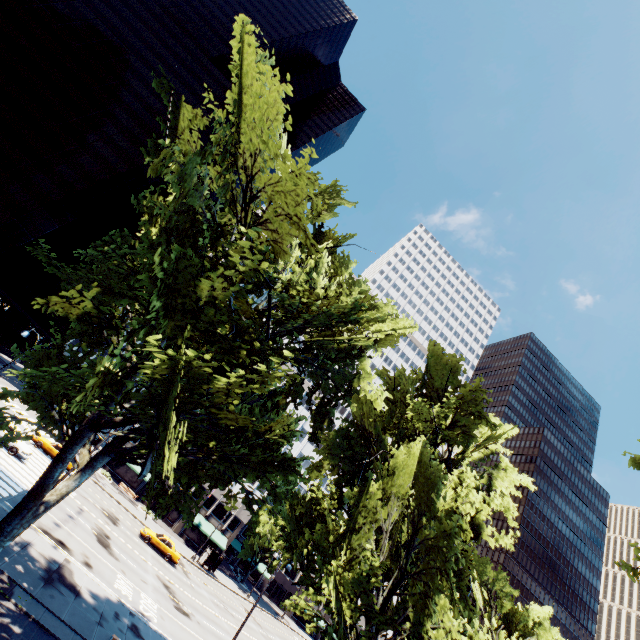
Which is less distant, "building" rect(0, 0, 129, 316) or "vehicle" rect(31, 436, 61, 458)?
"vehicle" rect(31, 436, 61, 458)

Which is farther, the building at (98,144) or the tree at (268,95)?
the building at (98,144)

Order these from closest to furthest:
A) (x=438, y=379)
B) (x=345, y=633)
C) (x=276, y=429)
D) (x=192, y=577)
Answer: (x=276, y=429), (x=345, y=633), (x=438, y=379), (x=192, y=577)

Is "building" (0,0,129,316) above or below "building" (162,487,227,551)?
above

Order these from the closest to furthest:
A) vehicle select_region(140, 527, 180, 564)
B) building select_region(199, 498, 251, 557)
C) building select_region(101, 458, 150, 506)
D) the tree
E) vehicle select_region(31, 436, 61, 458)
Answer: the tree → vehicle select_region(31, 436, 61, 458) → vehicle select_region(140, 527, 180, 564) → building select_region(101, 458, 150, 506) → building select_region(199, 498, 251, 557)

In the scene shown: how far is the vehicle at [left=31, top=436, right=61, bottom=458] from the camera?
32.8 meters

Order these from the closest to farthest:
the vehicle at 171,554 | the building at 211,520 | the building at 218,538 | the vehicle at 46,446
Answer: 1. the vehicle at 46,446
2. the vehicle at 171,554
3. the building at 211,520
4. the building at 218,538

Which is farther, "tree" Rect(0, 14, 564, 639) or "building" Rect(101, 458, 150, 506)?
"building" Rect(101, 458, 150, 506)
